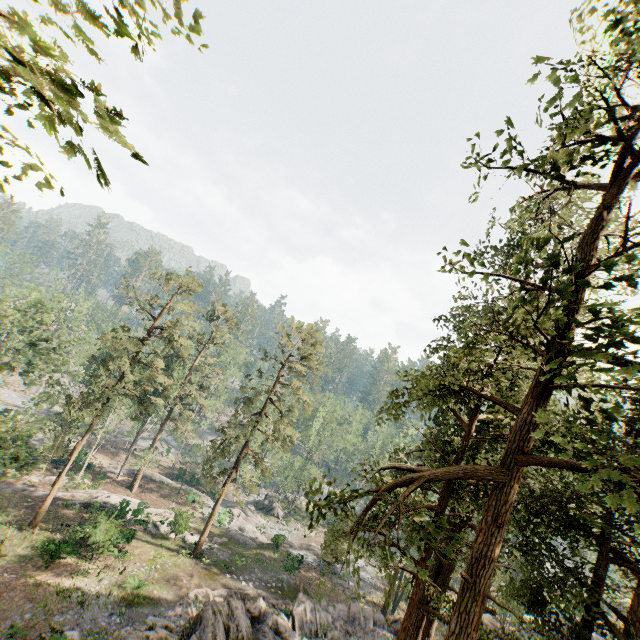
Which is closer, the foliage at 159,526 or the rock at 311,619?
the rock at 311,619

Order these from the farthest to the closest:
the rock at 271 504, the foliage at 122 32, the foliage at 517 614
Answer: the rock at 271 504
the foliage at 517 614
the foliage at 122 32

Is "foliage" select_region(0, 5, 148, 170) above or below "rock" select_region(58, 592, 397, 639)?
above

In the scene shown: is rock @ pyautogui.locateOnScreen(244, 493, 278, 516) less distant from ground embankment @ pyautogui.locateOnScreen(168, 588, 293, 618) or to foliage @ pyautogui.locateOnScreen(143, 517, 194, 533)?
foliage @ pyautogui.locateOnScreen(143, 517, 194, 533)

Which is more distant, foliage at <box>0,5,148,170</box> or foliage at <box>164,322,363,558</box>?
foliage at <box>164,322,363,558</box>

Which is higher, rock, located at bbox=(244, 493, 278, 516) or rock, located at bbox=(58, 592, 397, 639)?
rock, located at bbox=(58, 592, 397, 639)

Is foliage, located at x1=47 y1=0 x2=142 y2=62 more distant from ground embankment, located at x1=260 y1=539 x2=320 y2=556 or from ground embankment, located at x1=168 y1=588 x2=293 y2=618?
ground embankment, located at x1=168 y1=588 x2=293 y2=618

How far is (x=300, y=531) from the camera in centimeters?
4681cm
